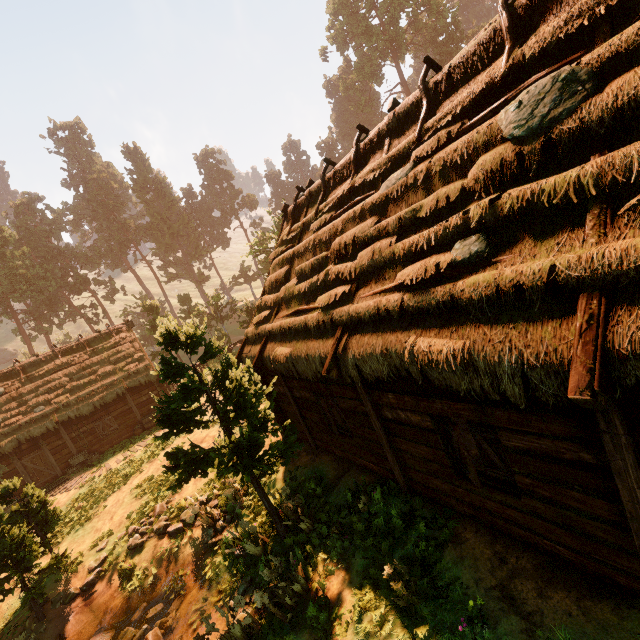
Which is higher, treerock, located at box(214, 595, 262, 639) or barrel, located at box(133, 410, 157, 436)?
barrel, located at box(133, 410, 157, 436)

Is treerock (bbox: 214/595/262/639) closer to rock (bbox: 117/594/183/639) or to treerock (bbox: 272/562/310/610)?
treerock (bbox: 272/562/310/610)

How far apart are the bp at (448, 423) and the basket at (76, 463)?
23.0m

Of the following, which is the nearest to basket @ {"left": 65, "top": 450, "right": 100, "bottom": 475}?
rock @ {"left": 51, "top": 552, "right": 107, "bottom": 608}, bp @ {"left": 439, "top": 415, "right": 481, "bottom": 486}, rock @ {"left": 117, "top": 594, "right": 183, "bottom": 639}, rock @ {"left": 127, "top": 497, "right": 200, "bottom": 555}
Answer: rock @ {"left": 51, "top": 552, "right": 107, "bottom": 608}

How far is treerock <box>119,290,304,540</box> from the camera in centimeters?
706cm

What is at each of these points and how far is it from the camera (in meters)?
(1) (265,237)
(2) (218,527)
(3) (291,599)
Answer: (1) treerock, 48.91
(2) rock, 9.87
(3) treerock, 6.46

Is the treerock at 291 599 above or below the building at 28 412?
below

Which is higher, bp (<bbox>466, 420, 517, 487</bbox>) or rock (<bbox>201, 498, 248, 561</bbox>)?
bp (<bbox>466, 420, 517, 487</bbox>)
